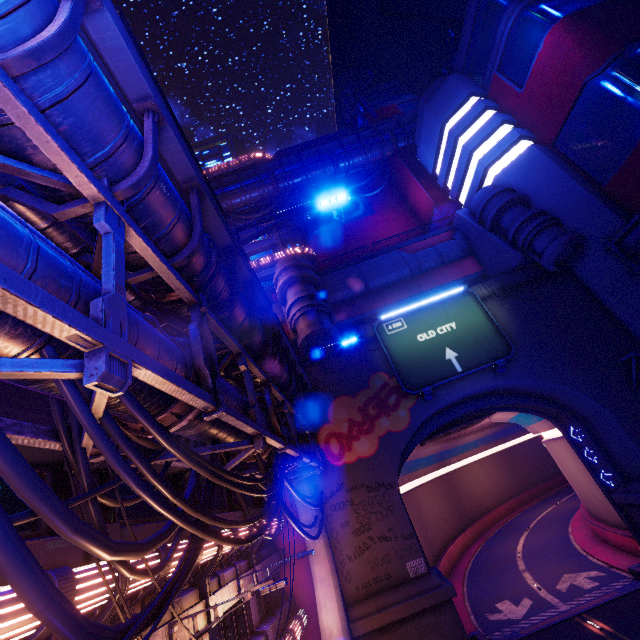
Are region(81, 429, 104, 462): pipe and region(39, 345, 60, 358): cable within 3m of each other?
yes

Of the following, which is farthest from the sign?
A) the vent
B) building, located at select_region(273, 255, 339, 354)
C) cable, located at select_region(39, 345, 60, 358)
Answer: cable, located at select_region(39, 345, 60, 358)

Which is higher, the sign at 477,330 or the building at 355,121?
the building at 355,121

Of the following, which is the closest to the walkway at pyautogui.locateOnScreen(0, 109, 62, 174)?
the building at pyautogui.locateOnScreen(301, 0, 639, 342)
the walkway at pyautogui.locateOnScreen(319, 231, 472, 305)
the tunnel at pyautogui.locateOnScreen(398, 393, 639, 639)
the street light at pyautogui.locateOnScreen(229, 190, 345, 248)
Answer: the street light at pyautogui.locateOnScreen(229, 190, 345, 248)

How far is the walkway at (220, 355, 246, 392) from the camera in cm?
989

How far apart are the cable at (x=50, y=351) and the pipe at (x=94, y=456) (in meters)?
0.01

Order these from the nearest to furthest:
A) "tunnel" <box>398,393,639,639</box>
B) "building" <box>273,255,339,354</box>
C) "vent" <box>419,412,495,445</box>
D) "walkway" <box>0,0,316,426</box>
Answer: "walkway" <box>0,0,316,426</box> → "building" <box>273,255,339,354</box> → "tunnel" <box>398,393,639,639</box> → "vent" <box>419,412,495,445</box>

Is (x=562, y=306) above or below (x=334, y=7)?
below
